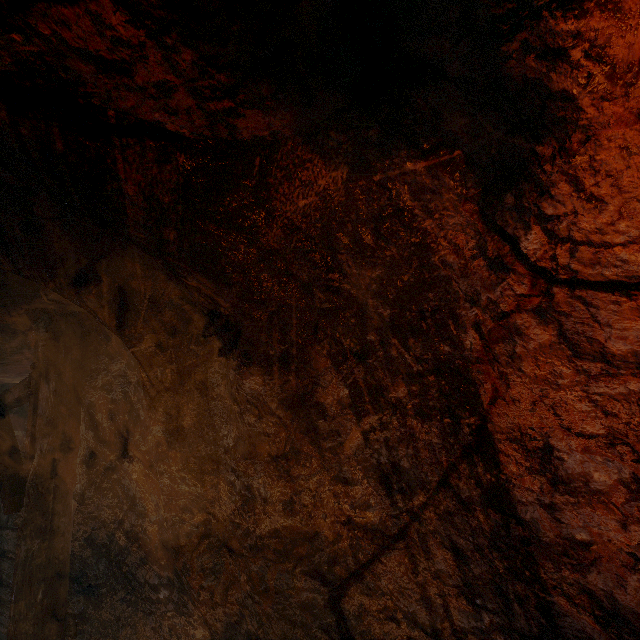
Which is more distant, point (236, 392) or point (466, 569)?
point (236, 392)
